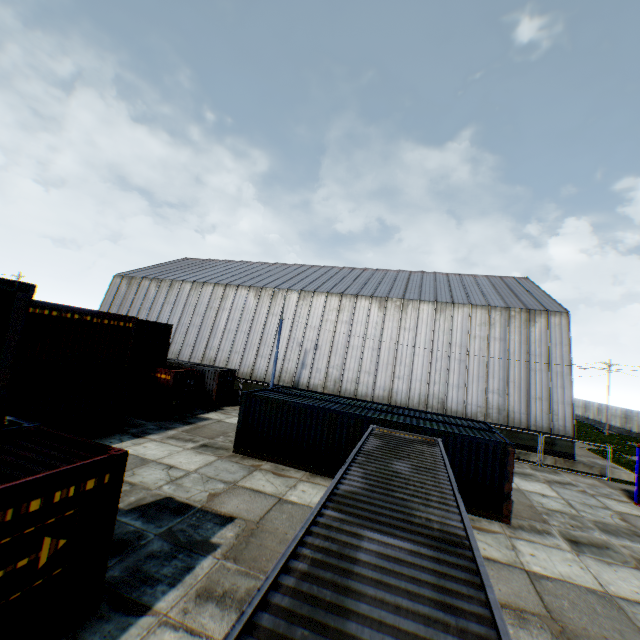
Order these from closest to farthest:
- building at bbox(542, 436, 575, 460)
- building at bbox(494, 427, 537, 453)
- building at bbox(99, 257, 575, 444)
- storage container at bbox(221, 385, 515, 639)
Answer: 1. storage container at bbox(221, 385, 515, 639)
2. building at bbox(542, 436, 575, 460)
3. building at bbox(494, 427, 537, 453)
4. building at bbox(99, 257, 575, 444)

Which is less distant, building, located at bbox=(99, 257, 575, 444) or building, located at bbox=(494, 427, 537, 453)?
building, located at bbox=(494, 427, 537, 453)

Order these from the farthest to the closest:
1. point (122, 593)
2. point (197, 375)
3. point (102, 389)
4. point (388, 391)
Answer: point (388, 391) < point (197, 375) < point (102, 389) < point (122, 593)

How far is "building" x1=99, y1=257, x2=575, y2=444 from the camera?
24.9m

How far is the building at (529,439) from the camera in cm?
2330

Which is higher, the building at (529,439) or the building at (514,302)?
the building at (514,302)
